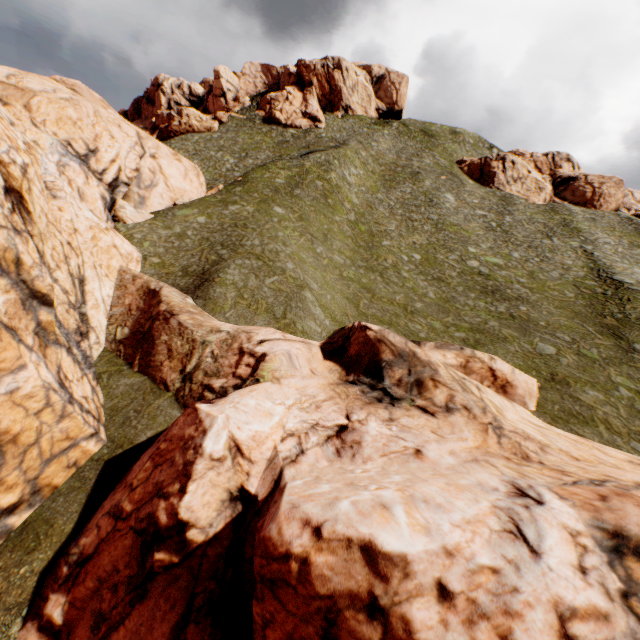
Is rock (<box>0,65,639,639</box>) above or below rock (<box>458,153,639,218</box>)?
below

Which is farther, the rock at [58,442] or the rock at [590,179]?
the rock at [590,179]

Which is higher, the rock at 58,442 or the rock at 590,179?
the rock at 590,179

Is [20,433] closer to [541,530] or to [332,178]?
[541,530]

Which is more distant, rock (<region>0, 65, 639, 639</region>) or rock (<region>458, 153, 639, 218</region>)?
rock (<region>458, 153, 639, 218</region>)
